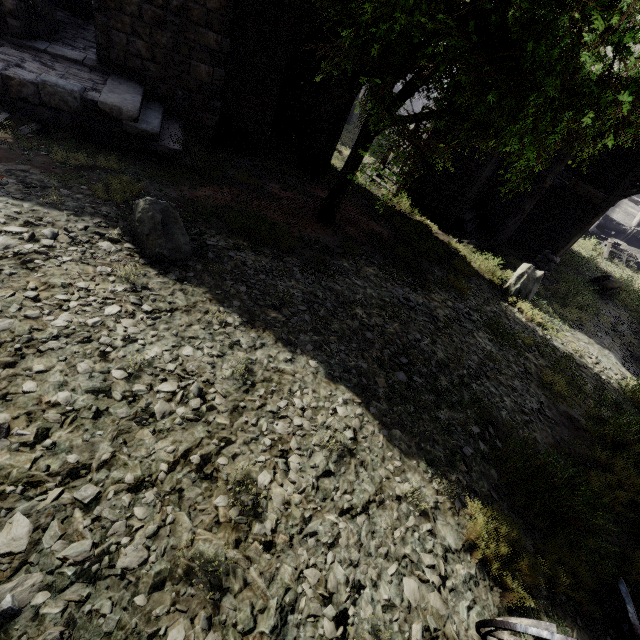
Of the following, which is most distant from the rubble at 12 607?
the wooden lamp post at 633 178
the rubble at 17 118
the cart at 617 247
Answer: the cart at 617 247

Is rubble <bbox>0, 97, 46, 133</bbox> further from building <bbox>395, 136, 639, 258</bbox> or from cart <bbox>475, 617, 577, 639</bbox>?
cart <bbox>475, 617, 577, 639</bbox>

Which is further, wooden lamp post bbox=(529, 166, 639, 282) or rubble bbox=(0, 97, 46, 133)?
wooden lamp post bbox=(529, 166, 639, 282)

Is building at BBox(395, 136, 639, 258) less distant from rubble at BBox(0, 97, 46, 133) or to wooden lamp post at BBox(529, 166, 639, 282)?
rubble at BBox(0, 97, 46, 133)

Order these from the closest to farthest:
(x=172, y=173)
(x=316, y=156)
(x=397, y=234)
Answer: (x=172, y=173) < (x=397, y=234) < (x=316, y=156)

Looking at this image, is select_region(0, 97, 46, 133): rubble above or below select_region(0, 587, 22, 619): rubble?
below

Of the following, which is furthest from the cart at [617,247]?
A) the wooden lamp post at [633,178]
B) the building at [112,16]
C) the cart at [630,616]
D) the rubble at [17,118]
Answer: the rubble at [17,118]
